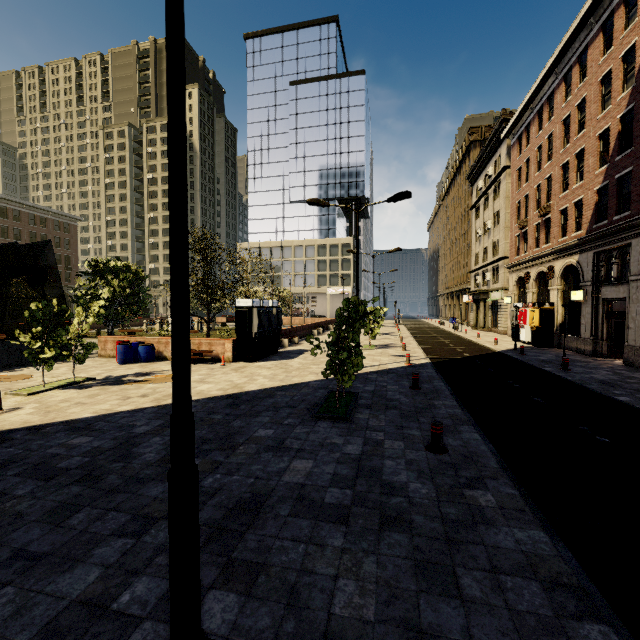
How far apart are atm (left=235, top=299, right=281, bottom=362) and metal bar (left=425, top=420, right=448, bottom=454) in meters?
11.5 m

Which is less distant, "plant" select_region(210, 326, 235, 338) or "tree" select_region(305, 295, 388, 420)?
"tree" select_region(305, 295, 388, 420)

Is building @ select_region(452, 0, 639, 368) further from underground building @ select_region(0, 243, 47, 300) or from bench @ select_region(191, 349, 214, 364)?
underground building @ select_region(0, 243, 47, 300)

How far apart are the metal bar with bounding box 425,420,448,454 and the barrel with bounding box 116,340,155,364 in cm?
1494

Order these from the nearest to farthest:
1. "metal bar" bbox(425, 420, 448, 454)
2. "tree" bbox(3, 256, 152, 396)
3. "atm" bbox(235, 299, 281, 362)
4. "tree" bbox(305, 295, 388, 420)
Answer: "metal bar" bbox(425, 420, 448, 454) < "tree" bbox(305, 295, 388, 420) < "tree" bbox(3, 256, 152, 396) < "atm" bbox(235, 299, 281, 362)

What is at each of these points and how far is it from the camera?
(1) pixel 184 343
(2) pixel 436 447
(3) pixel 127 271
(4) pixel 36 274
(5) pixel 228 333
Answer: (1) street light, 2.36m
(2) metal bar, 6.39m
(3) tree, 18.64m
(4) underground building, 18.92m
(5) plant, 28.75m

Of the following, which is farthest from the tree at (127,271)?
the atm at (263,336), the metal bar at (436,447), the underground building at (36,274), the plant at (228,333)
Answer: the atm at (263,336)

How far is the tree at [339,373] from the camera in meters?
8.5 m
